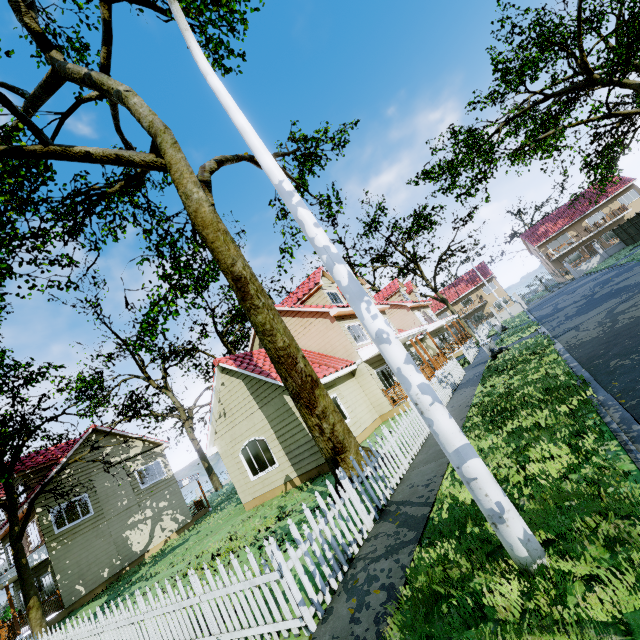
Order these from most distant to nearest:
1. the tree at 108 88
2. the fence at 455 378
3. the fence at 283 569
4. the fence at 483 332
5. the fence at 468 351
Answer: the fence at 483 332 < the fence at 468 351 < the fence at 455 378 < the tree at 108 88 < the fence at 283 569

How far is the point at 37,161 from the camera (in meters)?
11.38

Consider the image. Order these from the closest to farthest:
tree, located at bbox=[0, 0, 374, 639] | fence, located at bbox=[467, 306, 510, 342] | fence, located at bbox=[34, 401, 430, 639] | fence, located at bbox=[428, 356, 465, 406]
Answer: fence, located at bbox=[34, 401, 430, 639] < tree, located at bbox=[0, 0, 374, 639] < fence, located at bbox=[428, 356, 465, 406] < fence, located at bbox=[467, 306, 510, 342]

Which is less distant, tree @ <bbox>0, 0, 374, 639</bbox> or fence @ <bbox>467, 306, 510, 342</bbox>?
tree @ <bbox>0, 0, 374, 639</bbox>

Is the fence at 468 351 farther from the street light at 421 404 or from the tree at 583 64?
the street light at 421 404

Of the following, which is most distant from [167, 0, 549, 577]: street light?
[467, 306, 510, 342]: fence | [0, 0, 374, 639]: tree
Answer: [0, 0, 374, 639]: tree

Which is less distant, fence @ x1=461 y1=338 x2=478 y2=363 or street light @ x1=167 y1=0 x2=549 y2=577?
street light @ x1=167 y1=0 x2=549 y2=577
